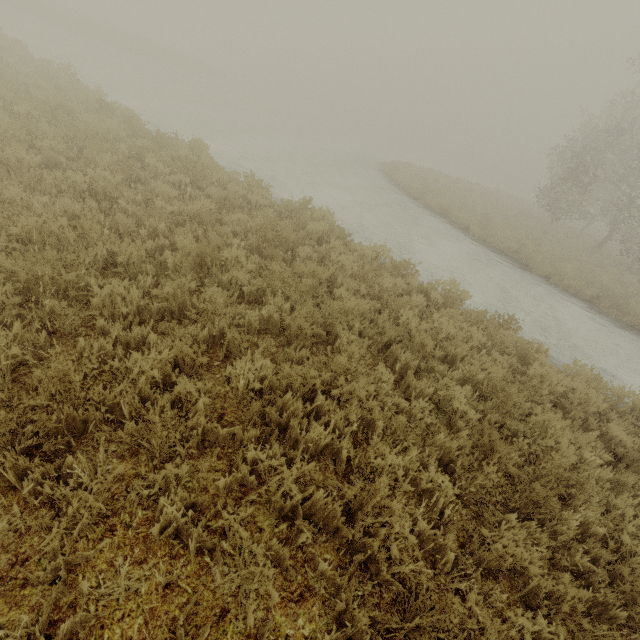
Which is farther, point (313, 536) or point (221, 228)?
point (221, 228)
